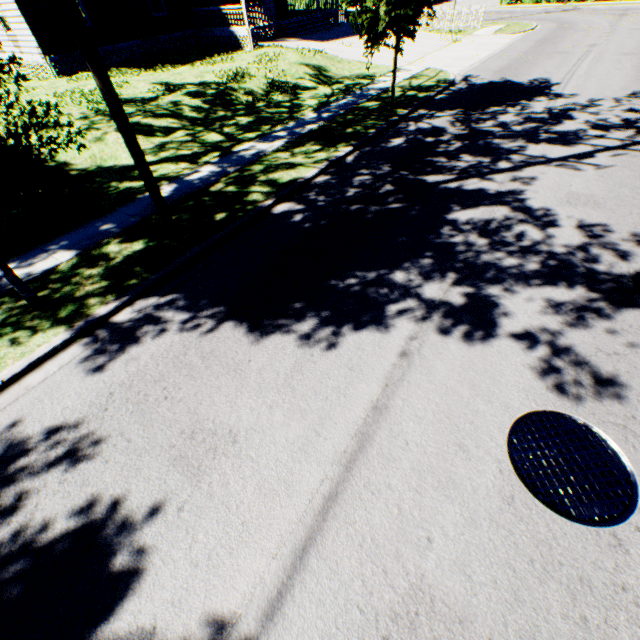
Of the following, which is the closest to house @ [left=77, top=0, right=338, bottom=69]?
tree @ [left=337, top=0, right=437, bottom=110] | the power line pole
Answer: tree @ [left=337, top=0, right=437, bottom=110]

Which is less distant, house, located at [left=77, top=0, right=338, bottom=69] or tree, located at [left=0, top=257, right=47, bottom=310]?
tree, located at [left=0, top=257, right=47, bottom=310]

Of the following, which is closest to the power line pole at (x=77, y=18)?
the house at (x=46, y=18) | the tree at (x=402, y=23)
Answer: the tree at (x=402, y=23)

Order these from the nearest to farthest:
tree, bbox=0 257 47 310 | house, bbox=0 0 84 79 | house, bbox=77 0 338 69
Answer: tree, bbox=0 257 47 310 → house, bbox=0 0 84 79 → house, bbox=77 0 338 69

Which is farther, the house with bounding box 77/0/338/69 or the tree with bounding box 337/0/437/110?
the house with bounding box 77/0/338/69

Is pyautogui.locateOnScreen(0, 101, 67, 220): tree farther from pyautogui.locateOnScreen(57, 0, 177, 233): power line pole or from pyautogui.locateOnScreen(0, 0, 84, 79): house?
pyautogui.locateOnScreen(0, 0, 84, 79): house

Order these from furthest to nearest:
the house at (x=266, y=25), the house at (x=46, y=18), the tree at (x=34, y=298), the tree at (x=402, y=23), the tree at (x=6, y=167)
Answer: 1. the house at (x=266, y=25)
2. the house at (x=46, y=18)
3. the tree at (x=402, y=23)
4. the tree at (x=34, y=298)
5. the tree at (x=6, y=167)

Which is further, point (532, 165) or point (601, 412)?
point (532, 165)
